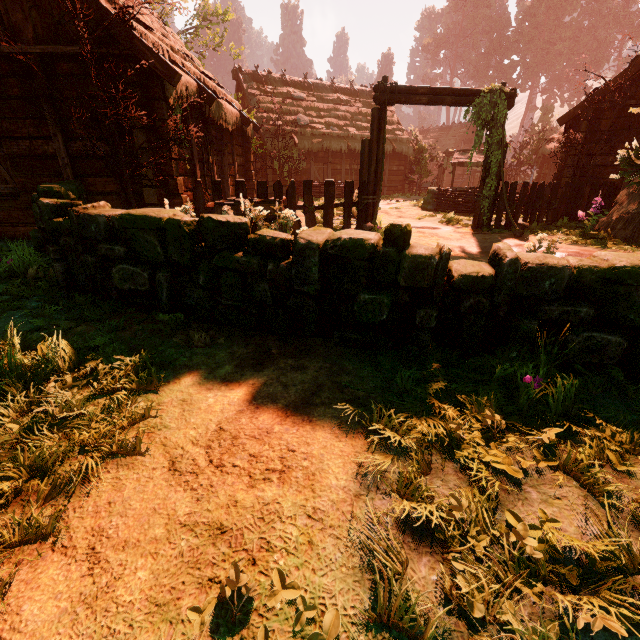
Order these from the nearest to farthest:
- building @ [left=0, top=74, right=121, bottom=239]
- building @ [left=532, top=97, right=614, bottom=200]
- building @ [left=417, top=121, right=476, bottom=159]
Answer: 1. building @ [left=0, top=74, right=121, bottom=239]
2. building @ [left=532, top=97, right=614, bottom=200]
3. building @ [left=417, top=121, right=476, bottom=159]

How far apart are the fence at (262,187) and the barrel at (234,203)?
0.06m

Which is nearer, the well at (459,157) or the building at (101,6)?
the building at (101,6)

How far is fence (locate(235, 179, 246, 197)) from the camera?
→ 7.7 meters

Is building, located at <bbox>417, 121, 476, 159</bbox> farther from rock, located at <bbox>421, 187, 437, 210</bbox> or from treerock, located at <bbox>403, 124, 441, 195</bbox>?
rock, located at <bbox>421, 187, 437, 210</bbox>

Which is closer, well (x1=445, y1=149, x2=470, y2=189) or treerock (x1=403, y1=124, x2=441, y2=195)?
well (x1=445, y1=149, x2=470, y2=189)

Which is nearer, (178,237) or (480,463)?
(480,463)

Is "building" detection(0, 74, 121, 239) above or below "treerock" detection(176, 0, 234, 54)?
below
